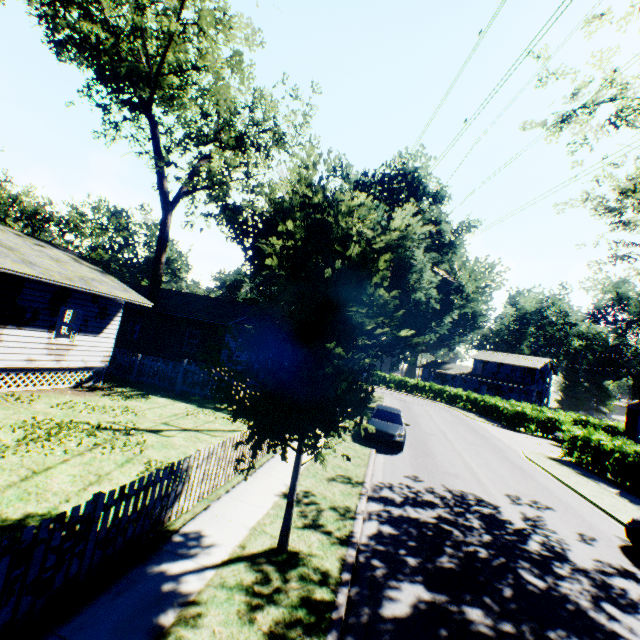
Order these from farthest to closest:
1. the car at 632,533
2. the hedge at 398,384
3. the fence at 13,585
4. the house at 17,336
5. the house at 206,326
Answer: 1. the hedge at 398,384
2. the house at 206,326
3. the house at 17,336
4. the car at 632,533
5. the fence at 13,585

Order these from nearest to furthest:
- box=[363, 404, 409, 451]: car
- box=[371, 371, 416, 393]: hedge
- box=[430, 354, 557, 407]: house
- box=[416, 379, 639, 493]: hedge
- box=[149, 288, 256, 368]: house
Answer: box=[363, 404, 409, 451]: car
box=[416, 379, 639, 493]: hedge
box=[149, 288, 256, 368]: house
box=[371, 371, 416, 393]: hedge
box=[430, 354, 557, 407]: house

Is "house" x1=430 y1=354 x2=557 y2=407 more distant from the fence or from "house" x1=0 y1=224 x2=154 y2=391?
"house" x1=0 y1=224 x2=154 y2=391

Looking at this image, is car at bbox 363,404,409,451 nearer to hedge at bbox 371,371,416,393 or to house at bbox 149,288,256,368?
house at bbox 149,288,256,368

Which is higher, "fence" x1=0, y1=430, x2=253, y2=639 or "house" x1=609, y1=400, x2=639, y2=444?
"house" x1=609, y1=400, x2=639, y2=444

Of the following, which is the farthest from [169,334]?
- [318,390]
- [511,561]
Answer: [511,561]

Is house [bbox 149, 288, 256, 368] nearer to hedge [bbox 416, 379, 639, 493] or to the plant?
the plant

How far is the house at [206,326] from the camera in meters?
22.6 m
